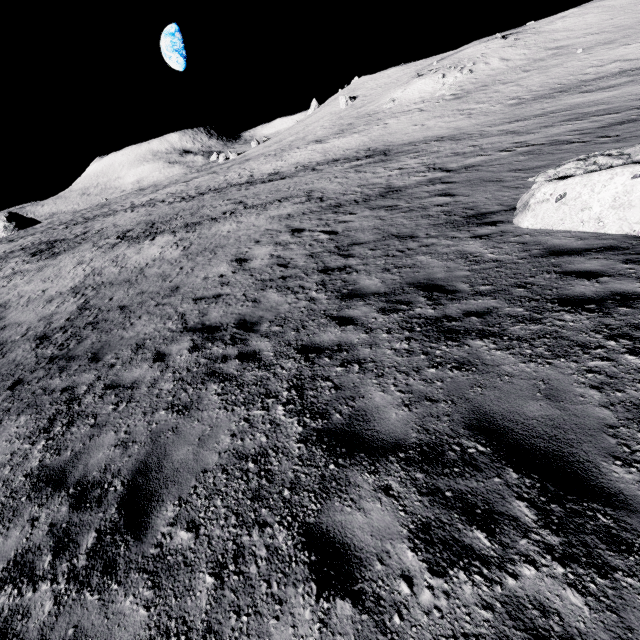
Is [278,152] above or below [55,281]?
above
